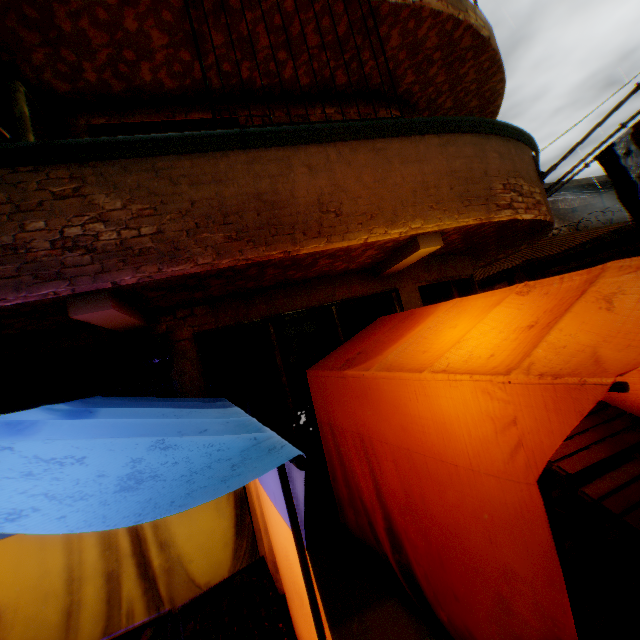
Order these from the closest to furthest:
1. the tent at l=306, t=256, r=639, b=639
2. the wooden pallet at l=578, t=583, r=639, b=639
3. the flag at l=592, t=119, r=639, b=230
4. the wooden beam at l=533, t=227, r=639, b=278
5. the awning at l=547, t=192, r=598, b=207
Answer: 1. the tent at l=306, t=256, r=639, b=639
2. the wooden pallet at l=578, t=583, r=639, b=639
3. the flag at l=592, t=119, r=639, b=230
4. the wooden beam at l=533, t=227, r=639, b=278
5. the awning at l=547, t=192, r=598, b=207

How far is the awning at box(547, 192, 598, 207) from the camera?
14.2m

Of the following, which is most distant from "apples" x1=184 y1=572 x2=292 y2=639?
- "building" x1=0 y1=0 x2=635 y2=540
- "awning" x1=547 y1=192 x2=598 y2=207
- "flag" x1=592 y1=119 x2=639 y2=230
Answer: "awning" x1=547 y1=192 x2=598 y2=207

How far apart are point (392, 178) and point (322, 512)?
4.4m

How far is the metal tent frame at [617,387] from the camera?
1.22m

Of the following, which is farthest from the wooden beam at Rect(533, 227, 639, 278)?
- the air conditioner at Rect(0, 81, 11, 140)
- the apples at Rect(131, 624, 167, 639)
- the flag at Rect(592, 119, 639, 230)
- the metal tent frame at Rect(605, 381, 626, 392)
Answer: the air conditioner at Rect(0, 81, 11, 140)

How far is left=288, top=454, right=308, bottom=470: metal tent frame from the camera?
1.1 meters

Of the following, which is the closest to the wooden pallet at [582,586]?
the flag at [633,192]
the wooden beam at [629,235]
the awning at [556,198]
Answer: the flag at [633,192]
